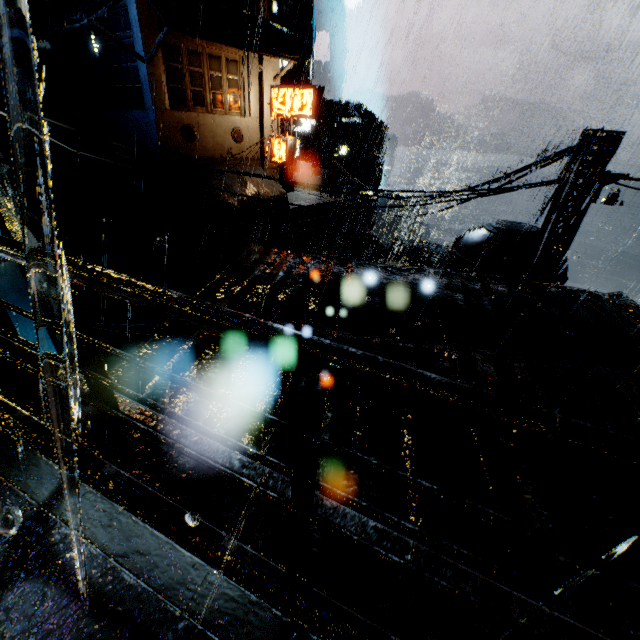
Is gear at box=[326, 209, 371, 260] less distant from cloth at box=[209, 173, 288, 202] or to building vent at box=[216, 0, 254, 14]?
cloth at box=[209, 173, 288, 202]

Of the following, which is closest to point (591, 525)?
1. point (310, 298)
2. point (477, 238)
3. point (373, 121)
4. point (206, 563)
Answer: point (206, 563)

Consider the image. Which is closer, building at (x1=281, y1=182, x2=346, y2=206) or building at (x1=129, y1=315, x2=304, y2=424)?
building at (x1=129, y1=315, x2=304, y2=424)

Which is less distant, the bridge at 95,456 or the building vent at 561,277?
the bridge at 95,456

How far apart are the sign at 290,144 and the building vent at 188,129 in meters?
5.0

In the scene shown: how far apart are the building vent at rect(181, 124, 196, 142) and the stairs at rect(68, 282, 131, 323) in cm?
929

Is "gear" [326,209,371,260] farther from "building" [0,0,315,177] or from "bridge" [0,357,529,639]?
"bridge" [0,357,529,639]

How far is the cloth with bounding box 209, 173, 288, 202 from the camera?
19.7m
